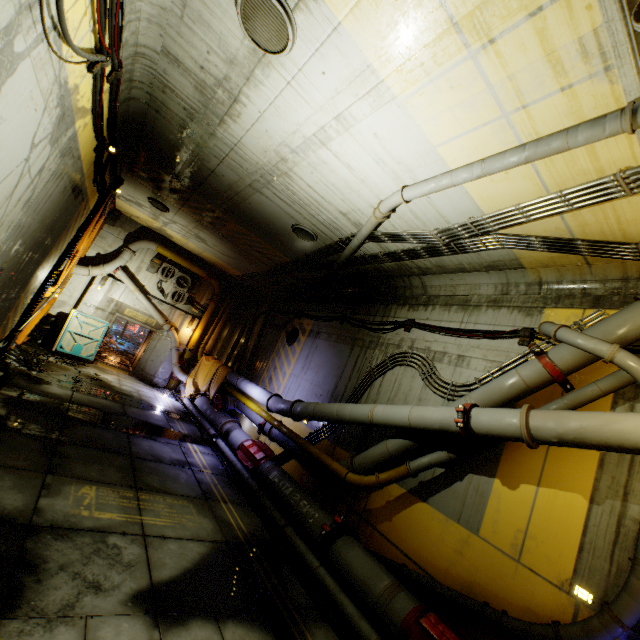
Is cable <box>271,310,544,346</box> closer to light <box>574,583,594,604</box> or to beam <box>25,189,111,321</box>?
light <box>574,583,594,604</box>

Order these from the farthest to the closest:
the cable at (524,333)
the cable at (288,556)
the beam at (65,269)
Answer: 1. the beam at (65,269)
2. the cable at (524,333)
3. the cable at (288,556)

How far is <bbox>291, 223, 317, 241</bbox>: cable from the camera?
9.0 meters

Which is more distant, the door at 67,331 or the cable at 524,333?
the door at 67,331

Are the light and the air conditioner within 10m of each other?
no

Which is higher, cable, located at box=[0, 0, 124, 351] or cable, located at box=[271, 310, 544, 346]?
cable, located at box=[0, 0, 124, 351]

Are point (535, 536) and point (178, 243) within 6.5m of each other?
no

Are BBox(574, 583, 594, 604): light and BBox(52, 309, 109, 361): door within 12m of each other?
no
